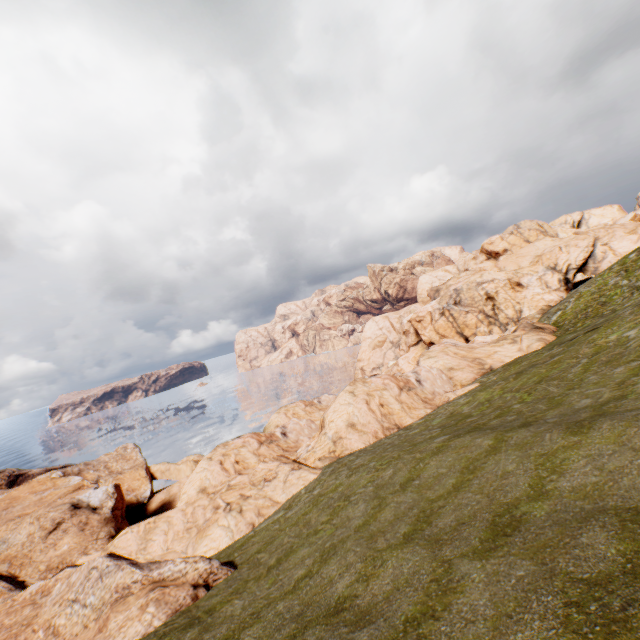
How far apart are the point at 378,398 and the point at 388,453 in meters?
11.9
